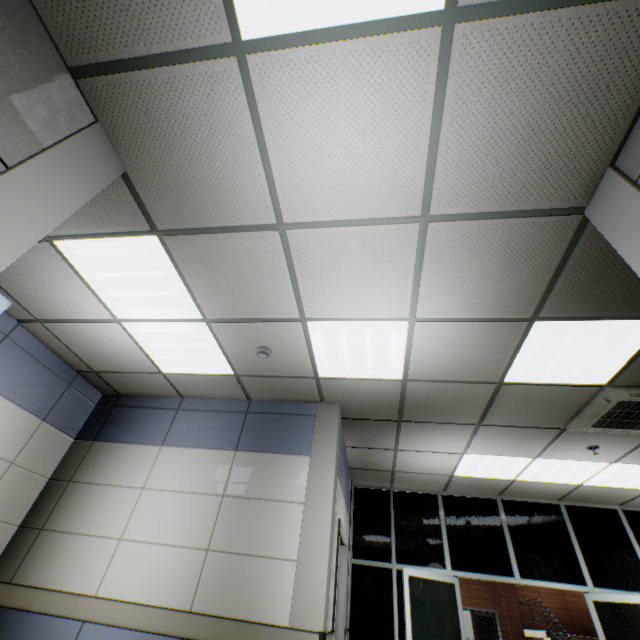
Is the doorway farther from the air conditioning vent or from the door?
the door

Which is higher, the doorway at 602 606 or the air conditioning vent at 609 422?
the air conditioning vent at 609 422

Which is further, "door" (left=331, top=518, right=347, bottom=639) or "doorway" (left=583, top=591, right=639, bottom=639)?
"doorway" (left=583, top=591, right=639, bottom=639)

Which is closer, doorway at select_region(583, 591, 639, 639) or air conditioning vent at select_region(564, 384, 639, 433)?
A: air conditioning vent at select_region(564, 384, 639, 433)

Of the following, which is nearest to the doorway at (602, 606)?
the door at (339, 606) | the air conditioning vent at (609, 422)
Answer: the air conditioning vent at (609, 422)

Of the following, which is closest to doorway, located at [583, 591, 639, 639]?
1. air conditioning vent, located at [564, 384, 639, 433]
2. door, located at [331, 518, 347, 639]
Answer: air conditioning vent, located at [564, 384, 639, 433]

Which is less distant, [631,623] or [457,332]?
[457,332]
